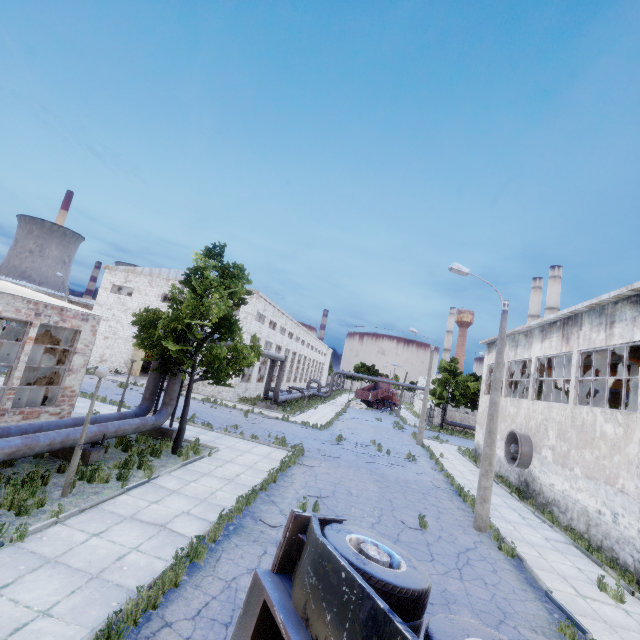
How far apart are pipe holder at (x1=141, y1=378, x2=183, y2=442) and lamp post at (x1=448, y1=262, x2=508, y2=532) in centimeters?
1244cm

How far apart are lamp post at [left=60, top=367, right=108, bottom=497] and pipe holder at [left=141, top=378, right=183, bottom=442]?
6.19m

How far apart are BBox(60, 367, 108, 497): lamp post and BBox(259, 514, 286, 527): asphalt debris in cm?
517

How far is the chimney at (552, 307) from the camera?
59.3 meters

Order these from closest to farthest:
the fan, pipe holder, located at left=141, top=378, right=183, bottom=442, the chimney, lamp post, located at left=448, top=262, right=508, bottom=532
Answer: lamp post, located at left=448, top=262, right=508, bottom=532
pipe holder, located at left=141, top=378, right=183, bottom=442
the fan
the chimney

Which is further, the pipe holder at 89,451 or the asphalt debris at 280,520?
the pipe holder at 89,451

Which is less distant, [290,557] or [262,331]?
[290,557]

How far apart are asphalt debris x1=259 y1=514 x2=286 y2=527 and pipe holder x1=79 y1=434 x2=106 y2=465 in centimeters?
607cm
